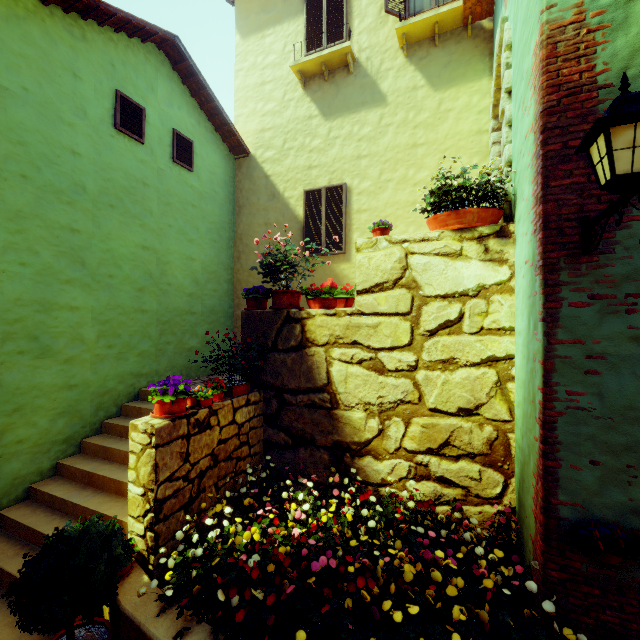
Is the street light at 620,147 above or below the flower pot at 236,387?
above

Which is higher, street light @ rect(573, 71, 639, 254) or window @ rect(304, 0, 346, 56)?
window @ rect(304, 0, 346, 56)

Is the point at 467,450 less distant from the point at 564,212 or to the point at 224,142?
the point at 564,212

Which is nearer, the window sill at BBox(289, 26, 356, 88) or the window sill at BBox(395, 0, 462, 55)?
the window sill at BBox(395, 0, 462, 55)

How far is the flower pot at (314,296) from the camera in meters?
4.8 m

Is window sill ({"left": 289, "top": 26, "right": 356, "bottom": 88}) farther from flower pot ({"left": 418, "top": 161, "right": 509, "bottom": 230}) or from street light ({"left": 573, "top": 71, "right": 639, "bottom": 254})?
street light ({"left": 573, "top": 71, "right": 639, "bottom": 254})

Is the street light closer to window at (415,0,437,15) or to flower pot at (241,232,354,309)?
flower pot at (241,232,354,309)

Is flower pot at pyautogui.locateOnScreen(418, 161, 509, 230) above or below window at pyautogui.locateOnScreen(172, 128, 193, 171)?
below
